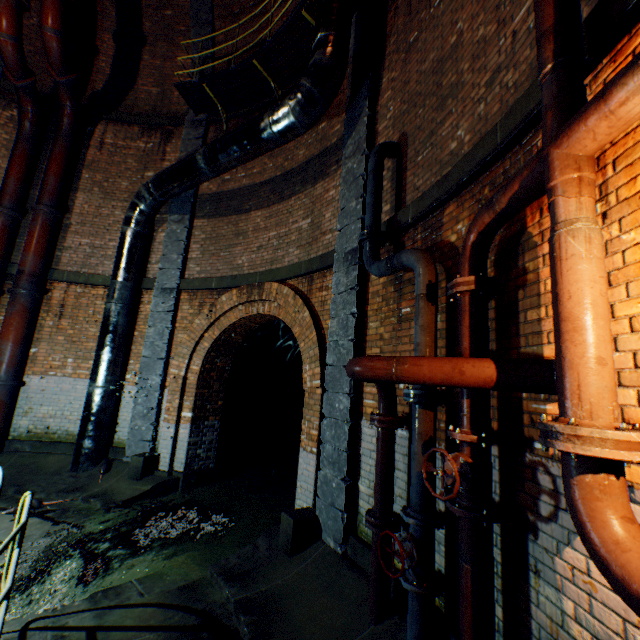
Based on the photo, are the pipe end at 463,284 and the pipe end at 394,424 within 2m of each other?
yes

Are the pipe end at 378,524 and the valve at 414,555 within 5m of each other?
yes

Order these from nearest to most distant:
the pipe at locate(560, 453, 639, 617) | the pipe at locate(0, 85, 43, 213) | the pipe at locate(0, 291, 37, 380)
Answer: the pipe at locate(560, 453, 639, 617) → the pipe at locate(0, 291, 37, 380) → the pipe at locate(0, 85, 43, 213)

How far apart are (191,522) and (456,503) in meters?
5.7 m

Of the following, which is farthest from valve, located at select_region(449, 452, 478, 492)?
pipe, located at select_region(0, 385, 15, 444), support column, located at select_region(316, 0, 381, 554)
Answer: pipe, located at select_region(0, 385, 15, 444)

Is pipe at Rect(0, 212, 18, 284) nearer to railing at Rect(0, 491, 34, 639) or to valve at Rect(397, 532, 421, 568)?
railing at Rect(0, 491, 34, 639)

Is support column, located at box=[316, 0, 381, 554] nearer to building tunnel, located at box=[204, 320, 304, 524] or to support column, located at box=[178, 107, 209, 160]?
building tunnel, located at box=[204, 320, 304, 524]

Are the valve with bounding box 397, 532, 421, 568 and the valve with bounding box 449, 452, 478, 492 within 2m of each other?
yes
